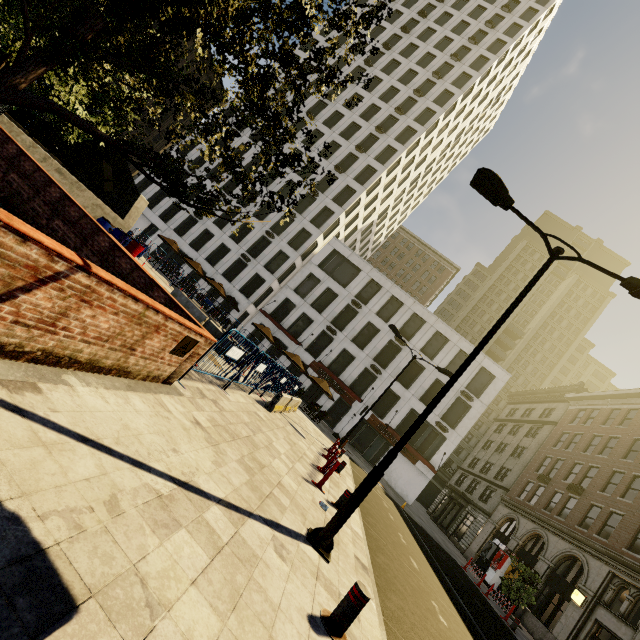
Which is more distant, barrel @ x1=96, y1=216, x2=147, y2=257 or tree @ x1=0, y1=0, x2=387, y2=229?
barrel @ x1=96, y1=216, x2=147, y2=257

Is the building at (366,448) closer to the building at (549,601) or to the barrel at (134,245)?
the building at (549,601)

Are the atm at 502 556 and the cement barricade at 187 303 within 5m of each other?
no

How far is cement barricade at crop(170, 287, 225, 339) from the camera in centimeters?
1547cm

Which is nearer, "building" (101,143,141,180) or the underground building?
the underground building

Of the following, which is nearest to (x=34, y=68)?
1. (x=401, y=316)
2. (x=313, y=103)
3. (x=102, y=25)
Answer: (x=102, y=25)

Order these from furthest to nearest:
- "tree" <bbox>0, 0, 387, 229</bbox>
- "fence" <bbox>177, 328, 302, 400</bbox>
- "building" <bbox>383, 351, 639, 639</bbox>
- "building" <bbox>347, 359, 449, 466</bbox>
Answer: "building" <bbox>347, 359, 449, 466</bbox>
"building" <bbox>383, 351, 639, 639</bbox>
"fence" <bbox>177, 328, 302, 400</bbox>
"tree" <bbox>0, 0, 387, 229</bbox>

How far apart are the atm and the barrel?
32.39m
